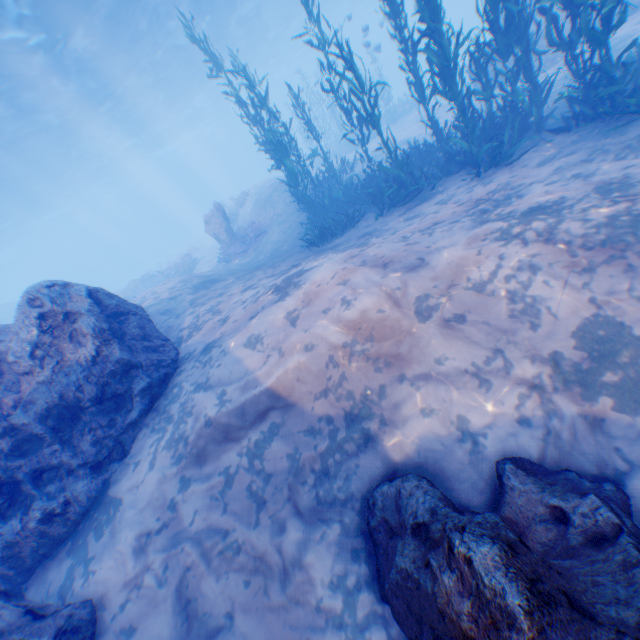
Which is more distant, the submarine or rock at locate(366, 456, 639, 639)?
the submarine

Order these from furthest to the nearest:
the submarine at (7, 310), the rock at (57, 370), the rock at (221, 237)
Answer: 1. the submarine at (7, 310)
2. the rock at (221, 237)
3. the rock at (57, 370)

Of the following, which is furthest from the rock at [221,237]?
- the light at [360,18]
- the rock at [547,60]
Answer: the light at [360,18]

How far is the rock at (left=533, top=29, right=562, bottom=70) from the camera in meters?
13.3

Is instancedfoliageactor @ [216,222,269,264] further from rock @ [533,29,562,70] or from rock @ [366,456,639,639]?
rock @ [366,456,639,639]

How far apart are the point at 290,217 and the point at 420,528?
14.1 meters

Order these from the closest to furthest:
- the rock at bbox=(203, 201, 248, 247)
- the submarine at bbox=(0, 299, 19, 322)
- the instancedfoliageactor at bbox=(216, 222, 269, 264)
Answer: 1. the instancedfoliageactor at bbox=(216, 222, 269, 264)
2. the rock at bbox=(203, 201, 248, 247)
3. the submarine at bbox=(0, 299, 19, 322)

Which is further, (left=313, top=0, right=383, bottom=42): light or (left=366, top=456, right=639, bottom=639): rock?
(left=313, top=0, right=383, bottom=42): light
